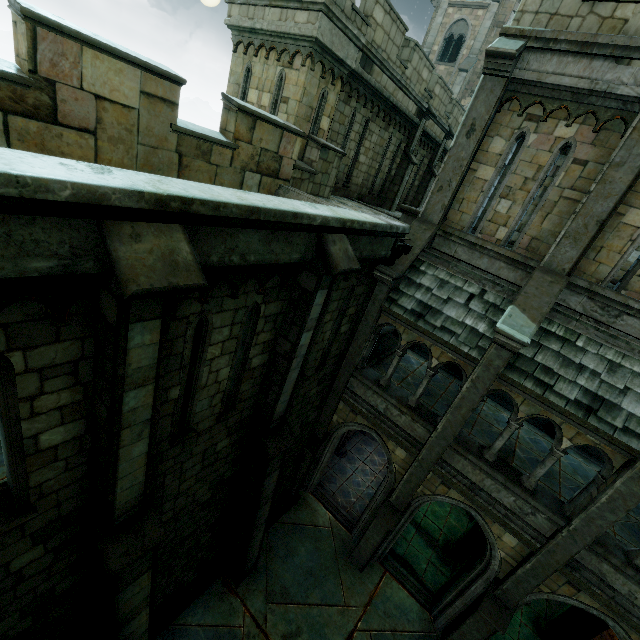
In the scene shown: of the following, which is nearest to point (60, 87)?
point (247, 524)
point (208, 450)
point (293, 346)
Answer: point (293, 346)

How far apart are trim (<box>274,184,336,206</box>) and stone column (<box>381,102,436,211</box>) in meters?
8.4

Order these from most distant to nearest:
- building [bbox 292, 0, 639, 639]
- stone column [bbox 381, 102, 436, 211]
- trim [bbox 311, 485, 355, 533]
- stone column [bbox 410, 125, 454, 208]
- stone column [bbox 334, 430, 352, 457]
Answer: stone column [bbox 410, 125, 454, 208]
stone column [bbox 381, 102, 436, 211]
stone column [bbox 334, 430, 352, 457]
trim [bbox 311, 485, 355, 533]
building [bbox 292, 0, 639, 639]

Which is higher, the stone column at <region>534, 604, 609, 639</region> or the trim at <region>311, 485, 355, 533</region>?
the stone column at <region>534, 604, 609, 639</region>

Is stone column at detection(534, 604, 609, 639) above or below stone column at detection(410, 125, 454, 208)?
below

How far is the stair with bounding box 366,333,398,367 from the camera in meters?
12.3

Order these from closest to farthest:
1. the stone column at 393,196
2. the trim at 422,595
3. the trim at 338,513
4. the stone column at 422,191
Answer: the trim at 422,595 → the trim at 338,513 → the stone column at 393,196 → the stone column at 422,191

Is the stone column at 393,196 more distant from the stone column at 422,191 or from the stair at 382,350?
the stair at 382,350
